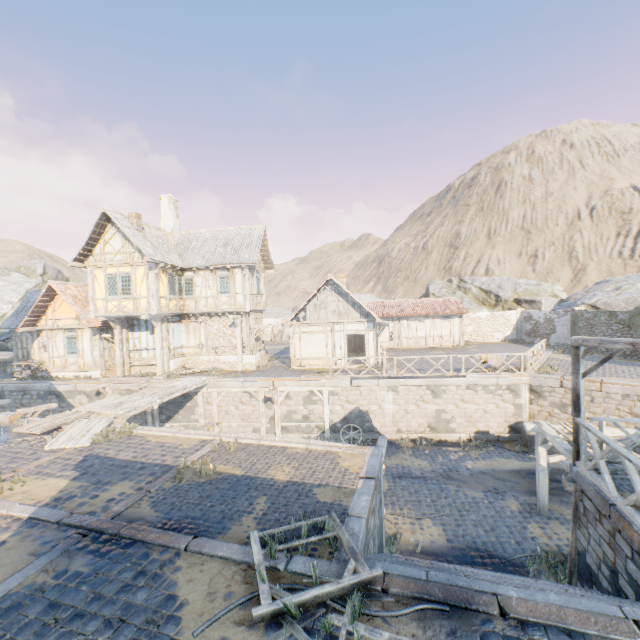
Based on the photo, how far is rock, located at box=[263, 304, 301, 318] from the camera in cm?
4331

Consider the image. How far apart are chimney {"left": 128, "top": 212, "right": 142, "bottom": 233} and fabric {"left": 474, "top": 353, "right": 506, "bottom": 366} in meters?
20.4 m

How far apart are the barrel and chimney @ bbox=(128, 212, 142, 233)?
23.6m

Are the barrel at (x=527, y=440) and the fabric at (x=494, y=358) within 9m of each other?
yes

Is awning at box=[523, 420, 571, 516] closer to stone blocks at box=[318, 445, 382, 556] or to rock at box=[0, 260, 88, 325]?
stone blocks at box=[318, 445, 382, 556]

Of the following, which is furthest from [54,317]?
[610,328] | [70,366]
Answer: [610,328]

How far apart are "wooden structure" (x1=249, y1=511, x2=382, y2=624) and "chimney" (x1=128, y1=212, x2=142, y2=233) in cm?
1903

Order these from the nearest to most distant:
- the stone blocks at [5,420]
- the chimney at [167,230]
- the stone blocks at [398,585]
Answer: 1. the stone blocks at [398,585]
2. the stone blocks at [5,420]
3. the chimney at [167,230]
